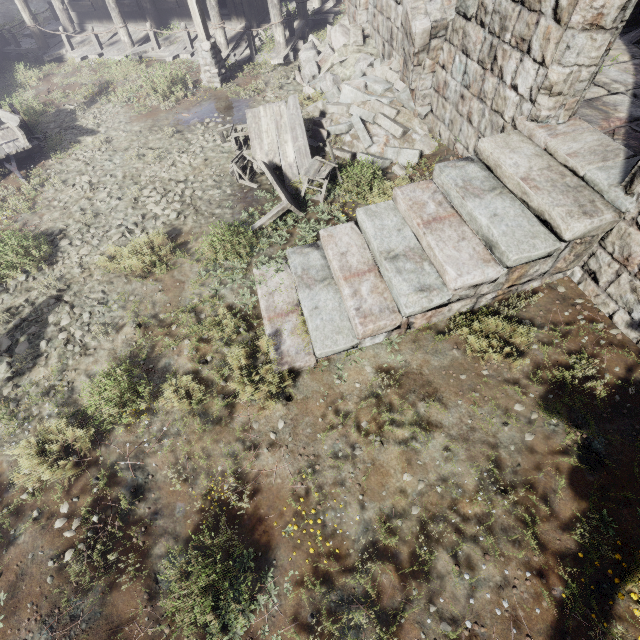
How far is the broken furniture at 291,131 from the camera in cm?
717

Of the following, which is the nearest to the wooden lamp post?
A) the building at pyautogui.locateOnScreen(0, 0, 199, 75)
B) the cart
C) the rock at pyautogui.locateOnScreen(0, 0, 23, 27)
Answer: the building at pyautogui.locateOnScreen(0, 0, 199, 75)

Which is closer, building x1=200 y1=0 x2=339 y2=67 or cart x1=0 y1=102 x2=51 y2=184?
cart x1=0 y1=102 x2=51 y2=184

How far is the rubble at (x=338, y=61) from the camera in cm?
799

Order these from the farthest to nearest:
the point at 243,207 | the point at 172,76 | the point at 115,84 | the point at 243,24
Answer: the point at 243,24, the point at 115,84, the point at 172,76, the point at 243,207

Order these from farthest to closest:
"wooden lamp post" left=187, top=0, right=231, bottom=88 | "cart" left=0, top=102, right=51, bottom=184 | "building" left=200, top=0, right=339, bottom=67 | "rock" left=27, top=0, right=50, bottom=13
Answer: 1. "rock" left=27, top=0, right=50, bottom=13
2. "building" left=200, top=0, right=339, bottom=67
3. "wooden lamp post" left=187, top=0, right=231, bottom=88
4. "cart" left=0, top=102, right=51, bottom=184

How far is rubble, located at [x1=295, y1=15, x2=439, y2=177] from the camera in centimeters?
799cm

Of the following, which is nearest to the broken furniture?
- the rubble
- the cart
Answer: the rubble
